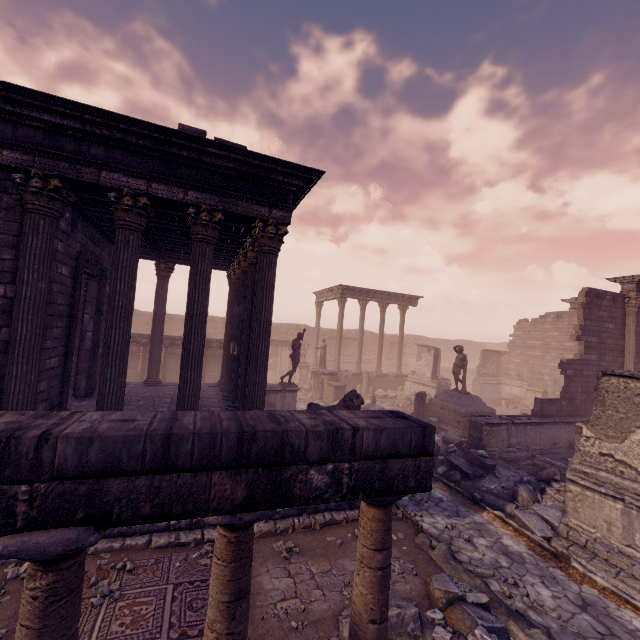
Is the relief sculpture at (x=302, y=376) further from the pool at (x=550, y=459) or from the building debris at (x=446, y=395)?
the pool at (x=550, y=459)

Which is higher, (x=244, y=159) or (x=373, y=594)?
(x=244, y=159)

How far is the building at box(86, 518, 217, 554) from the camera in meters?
5.6

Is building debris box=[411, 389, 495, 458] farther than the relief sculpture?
No

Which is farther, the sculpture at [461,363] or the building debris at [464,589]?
the sculpture at [461,363]

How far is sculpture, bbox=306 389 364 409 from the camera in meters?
7.8

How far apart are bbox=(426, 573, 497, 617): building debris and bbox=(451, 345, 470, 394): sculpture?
10.3 meters

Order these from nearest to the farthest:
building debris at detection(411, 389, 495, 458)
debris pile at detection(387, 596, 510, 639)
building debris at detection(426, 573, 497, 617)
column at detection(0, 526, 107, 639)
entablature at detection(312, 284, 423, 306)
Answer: column at detection(0, 526, 107, 639) → debris pile at detection(387, 596, 510, 639) → building debris at detection(426, 573, 497, 617) → building debris at detection(411, 389, 495, 458) → entablature at detection(312, 284, 423, 306)
